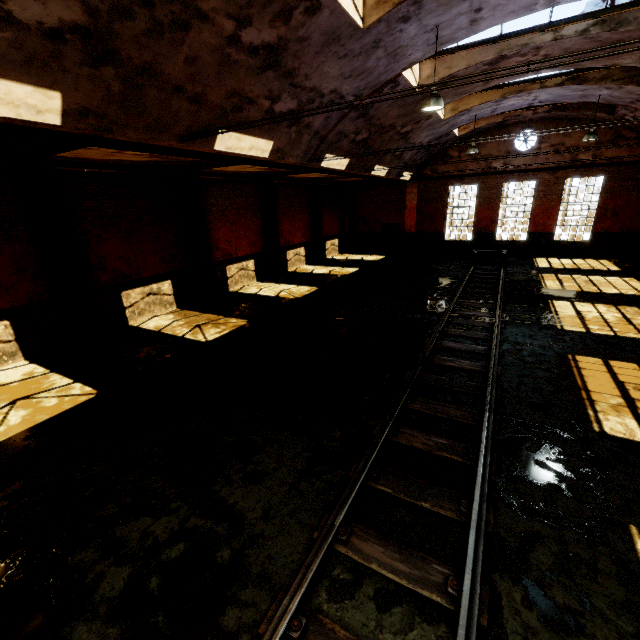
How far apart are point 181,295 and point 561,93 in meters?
18.2 m

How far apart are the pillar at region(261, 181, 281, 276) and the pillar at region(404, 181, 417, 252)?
10.57m

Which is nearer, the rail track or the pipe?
the rail track

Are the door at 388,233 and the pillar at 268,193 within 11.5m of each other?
yes

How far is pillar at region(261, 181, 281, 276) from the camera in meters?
16.6 m

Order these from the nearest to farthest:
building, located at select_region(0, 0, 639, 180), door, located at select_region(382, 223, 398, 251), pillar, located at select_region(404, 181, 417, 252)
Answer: building, located at select_region(0, 0, 639, 180) < pillar, located at select_region(404, 181, 417, 252) < door, located at select_region(382, 223, 398, 251)

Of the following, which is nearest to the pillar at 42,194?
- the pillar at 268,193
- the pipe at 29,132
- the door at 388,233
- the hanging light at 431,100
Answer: the pipe at 29,132

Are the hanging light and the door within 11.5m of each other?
no
